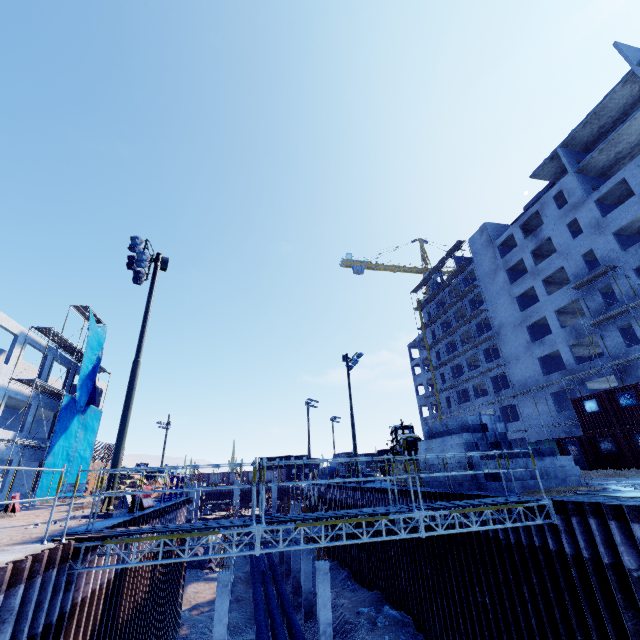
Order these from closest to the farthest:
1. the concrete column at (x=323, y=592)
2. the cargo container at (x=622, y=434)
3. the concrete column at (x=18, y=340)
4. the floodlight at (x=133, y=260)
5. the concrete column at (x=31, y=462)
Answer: the floodlight at (x=133, y=260) < the concrete column at (x=323, y=592) < the cargo container at (x=622, y=434) < the concrete column at (x=18, y=340) < the concrete column at (x=31, y=462)

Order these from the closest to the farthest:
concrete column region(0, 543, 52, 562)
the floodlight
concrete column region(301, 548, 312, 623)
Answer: concrete column region(0, 543, 52, 562) < the floodlight < concrete column region(301, 548, 312, 623)

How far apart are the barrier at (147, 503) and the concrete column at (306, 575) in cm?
1156

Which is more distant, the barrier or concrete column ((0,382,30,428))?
concrete column ((0,382,30,428))

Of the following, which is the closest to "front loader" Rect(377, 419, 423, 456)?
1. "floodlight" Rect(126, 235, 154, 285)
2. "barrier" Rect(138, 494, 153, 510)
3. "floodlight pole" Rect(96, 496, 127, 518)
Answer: "barrier" Rect(138, 494, 153, 510)

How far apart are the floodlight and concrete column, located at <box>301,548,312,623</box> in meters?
19.1 m

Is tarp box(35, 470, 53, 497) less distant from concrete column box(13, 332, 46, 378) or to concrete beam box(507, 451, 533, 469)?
concrete column box(13, 332, 46, 378)

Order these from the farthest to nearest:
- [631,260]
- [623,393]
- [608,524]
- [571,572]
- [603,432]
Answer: [631,260] < [603,432] < [623,393] < [571,572] < [608,524]
